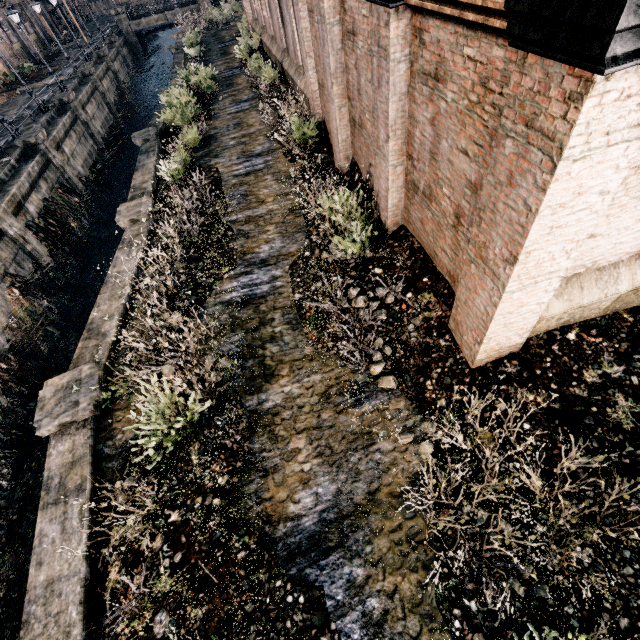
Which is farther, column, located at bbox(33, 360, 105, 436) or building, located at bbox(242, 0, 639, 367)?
column, located at bbox(33, 360, 105, 436)

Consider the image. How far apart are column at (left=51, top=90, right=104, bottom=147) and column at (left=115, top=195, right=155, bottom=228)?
22.0m

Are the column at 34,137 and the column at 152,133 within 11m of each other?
yes

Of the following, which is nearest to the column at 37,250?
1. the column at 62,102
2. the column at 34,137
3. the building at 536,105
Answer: the column at 34,137

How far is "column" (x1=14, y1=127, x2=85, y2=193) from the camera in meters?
21.2 m

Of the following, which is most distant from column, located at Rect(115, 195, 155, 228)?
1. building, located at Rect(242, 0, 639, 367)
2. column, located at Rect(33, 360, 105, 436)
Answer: building, located at Rect(242, 0, 639, 367)

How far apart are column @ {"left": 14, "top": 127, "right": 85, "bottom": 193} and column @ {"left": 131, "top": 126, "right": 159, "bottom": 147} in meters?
7.2 m

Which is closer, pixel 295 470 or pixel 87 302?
pixel 295 470
